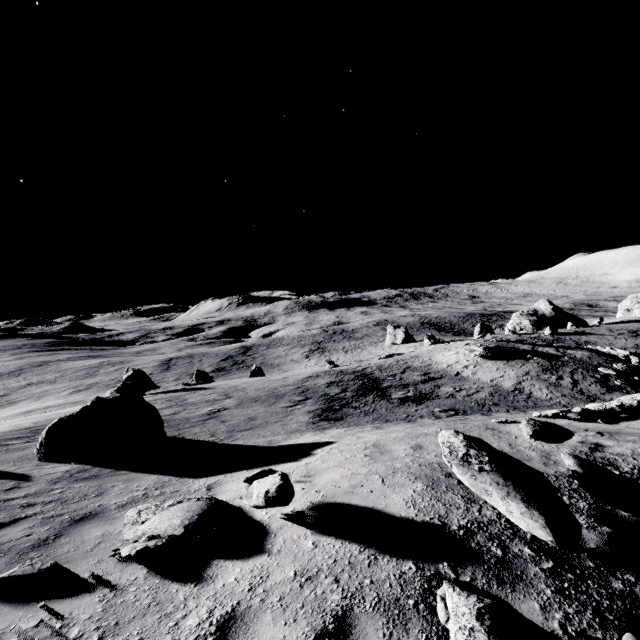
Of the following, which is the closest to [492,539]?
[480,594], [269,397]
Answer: [480,594]

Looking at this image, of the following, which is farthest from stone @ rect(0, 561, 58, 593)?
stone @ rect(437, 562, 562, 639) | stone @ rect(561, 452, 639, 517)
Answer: stone @ rect(561, 452, 639, 517)

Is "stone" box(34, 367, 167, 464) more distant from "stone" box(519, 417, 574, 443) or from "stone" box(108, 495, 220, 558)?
"stone" box(519, 417, 574, 443)

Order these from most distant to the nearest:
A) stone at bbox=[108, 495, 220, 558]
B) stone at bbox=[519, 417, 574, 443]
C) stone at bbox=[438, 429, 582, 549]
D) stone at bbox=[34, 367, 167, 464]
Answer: stone at bbox=[34, 367, 167, 464], stone at bbox=[519, 417, 574, 443], stone at bbox=[108, 495, 220, 558], stone at bbox=[438, 429, 582, 549]

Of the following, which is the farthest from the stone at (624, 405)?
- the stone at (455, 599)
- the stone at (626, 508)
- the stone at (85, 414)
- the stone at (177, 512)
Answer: the stone at (85, 414)

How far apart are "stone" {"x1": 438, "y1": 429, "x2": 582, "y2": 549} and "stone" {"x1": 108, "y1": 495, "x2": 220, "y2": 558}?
3.59m

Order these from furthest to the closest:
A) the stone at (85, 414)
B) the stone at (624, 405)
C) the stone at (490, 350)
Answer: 1. the stone at (490, 350)
2. the stone at (624, 405)
3. the stone at (85, 414)

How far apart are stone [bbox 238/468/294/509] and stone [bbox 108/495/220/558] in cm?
39
